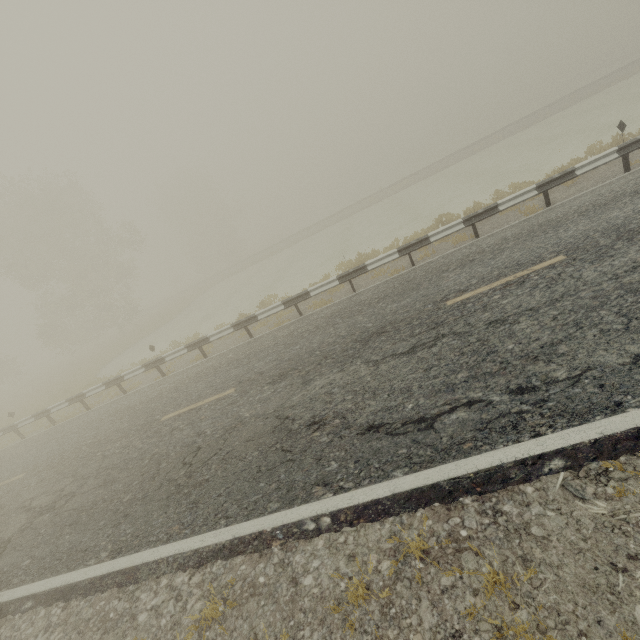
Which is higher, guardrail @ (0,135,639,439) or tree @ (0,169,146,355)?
tree @ (0,169,146,355)

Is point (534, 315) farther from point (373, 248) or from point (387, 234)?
point (387, 234)

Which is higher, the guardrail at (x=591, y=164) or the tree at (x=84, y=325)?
the tree at (x=84, y=325)

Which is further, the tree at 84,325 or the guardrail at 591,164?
the tree at 84,325

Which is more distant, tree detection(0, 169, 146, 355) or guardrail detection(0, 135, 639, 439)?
tree detection(0, 169, 146, 355)
